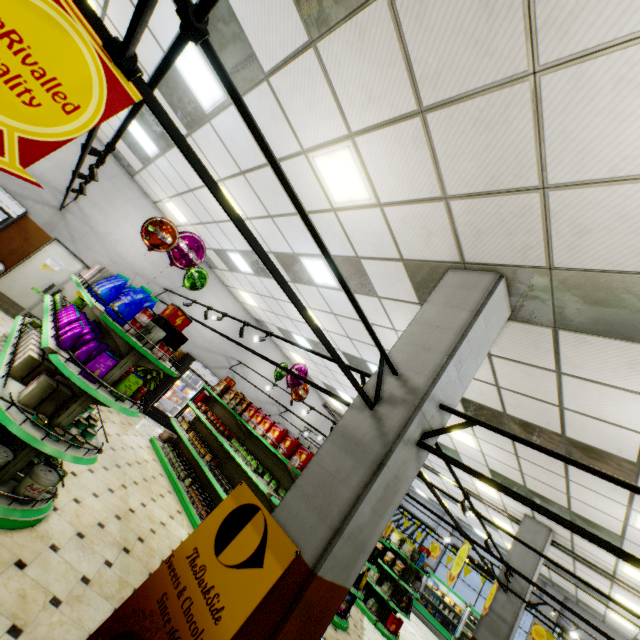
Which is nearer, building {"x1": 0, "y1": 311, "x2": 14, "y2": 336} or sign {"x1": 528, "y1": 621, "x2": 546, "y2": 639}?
building {"x1": 0, "y1": 311, "x2": 14, "y2": 336}

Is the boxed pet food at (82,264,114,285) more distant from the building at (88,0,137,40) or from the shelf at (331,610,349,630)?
the shelf at (331,610,349,630)

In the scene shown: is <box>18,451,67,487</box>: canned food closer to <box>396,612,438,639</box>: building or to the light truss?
<box>396,612,438,639</box>: building

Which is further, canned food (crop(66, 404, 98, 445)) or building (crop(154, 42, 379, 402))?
building (crop(154, 42, 379, 402))

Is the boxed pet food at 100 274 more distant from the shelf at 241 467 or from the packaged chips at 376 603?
the packaged chips at 376 603

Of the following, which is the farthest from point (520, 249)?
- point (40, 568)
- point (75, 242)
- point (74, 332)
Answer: point (75, 242)

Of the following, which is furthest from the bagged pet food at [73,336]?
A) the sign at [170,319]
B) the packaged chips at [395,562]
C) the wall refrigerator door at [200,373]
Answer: the packaged chips at [395,562]

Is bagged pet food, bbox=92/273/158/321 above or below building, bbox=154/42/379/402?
below
